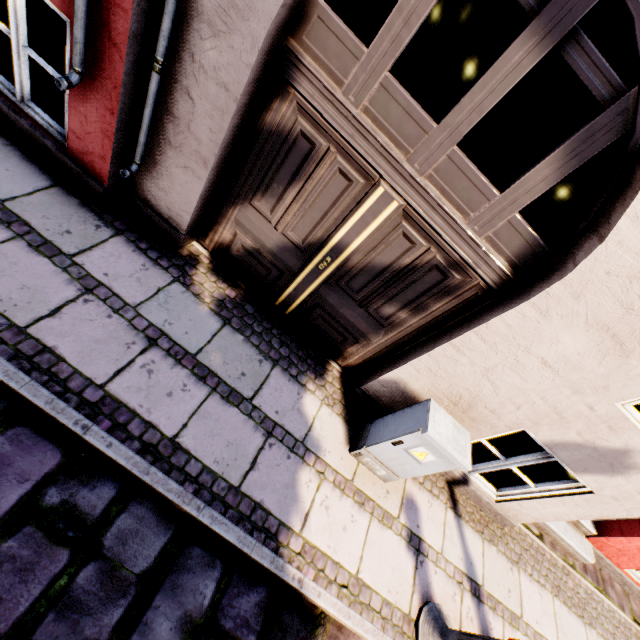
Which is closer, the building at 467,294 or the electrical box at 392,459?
the building at 467,294

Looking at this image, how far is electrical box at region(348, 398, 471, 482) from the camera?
2.71m

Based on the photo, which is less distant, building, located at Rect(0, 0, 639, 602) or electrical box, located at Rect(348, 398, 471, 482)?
building, located at Rect(0, 0, 639, 602)

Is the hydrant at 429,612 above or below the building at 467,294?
below

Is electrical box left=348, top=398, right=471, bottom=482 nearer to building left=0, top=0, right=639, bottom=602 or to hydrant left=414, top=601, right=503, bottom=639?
building left=0, top=0, right=639, bottom=602

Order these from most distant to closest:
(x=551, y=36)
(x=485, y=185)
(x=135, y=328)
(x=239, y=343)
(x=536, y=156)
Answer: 1. (x=536, y=156)
2. (x=239, y=343)
3. (x=135, y=328)
4. (x=485, y=185)
5. (x=551, y=36)

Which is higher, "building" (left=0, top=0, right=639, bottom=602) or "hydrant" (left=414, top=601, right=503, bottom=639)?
"building" (left=0, top=0, right=639, bottom=602)
